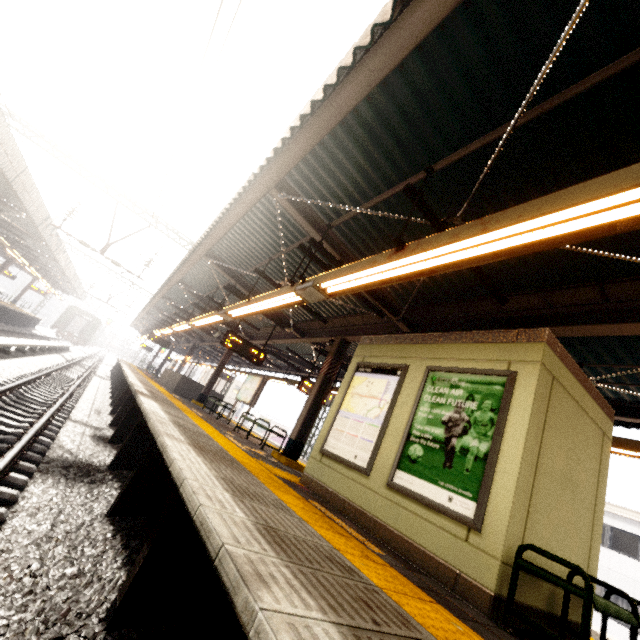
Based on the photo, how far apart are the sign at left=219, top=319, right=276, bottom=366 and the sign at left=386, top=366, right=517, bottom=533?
6.72m

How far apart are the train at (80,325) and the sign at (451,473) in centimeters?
4796cm

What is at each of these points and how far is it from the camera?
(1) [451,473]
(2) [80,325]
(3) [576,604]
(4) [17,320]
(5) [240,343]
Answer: (1) sign, 3.7 meters
(2) train, 41.4 meters
(3) elevator, 3.7 meters
(4) platform underside, 26.0 meters
(5) sign, 10.3 meters

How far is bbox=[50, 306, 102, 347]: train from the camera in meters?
40.3

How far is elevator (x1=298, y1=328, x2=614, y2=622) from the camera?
3.1 meters

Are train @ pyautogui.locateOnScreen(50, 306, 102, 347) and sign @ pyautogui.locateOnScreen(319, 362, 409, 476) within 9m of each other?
no

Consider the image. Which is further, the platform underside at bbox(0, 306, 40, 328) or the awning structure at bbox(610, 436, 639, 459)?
the platform underside at bbox(0, 306, 40, 328)

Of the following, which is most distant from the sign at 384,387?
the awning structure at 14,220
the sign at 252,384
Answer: the awning structure at 14,220
